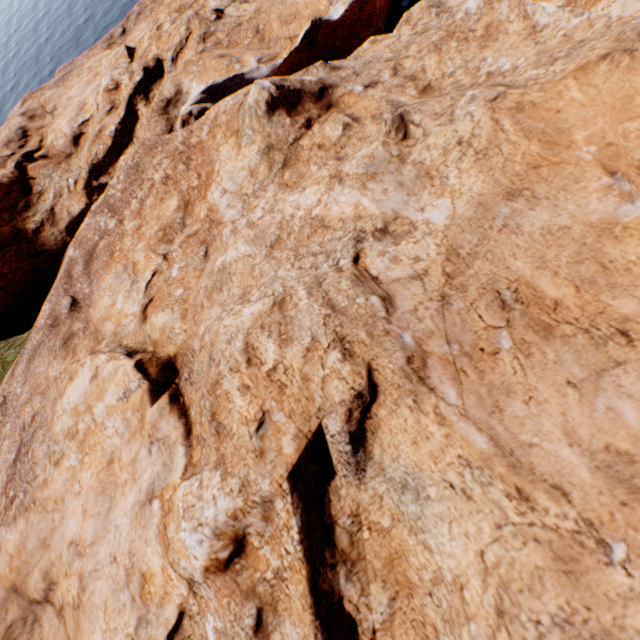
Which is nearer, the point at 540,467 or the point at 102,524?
the point at 540,467
